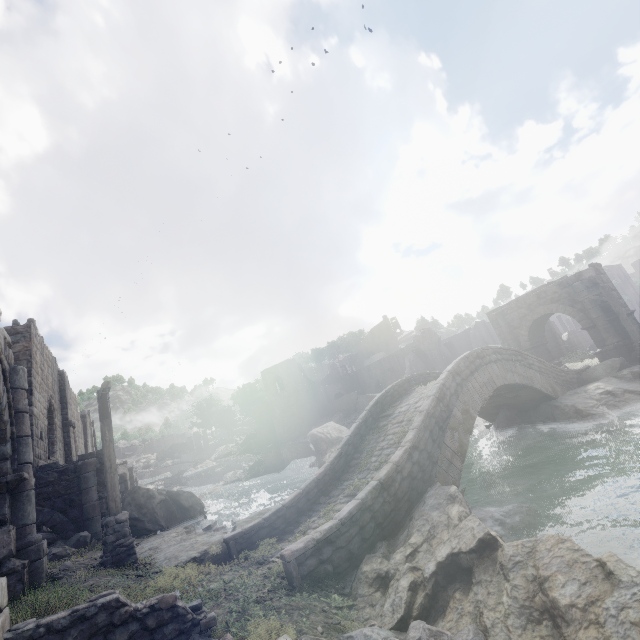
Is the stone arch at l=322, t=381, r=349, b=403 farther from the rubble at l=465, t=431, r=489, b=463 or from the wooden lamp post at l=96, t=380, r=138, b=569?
the wooden lamp post at l=96, t=380, r=138, b=569

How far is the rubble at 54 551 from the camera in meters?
9.3 m

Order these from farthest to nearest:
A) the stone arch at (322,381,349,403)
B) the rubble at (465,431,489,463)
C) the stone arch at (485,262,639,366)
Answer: the stone arch at (322,381,349,403) < the stone arch at (485,262,639,366) < the rubble at (465,431,489,463)

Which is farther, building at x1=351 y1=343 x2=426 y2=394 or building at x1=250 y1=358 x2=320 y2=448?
building at x1=250 y1=358 x2=320 y2=448

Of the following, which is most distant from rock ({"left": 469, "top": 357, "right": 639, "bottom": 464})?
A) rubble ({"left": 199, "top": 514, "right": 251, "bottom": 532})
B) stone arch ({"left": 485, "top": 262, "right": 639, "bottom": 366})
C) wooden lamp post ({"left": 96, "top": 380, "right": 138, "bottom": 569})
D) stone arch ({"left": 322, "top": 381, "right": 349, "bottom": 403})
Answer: stone arch ({"left": 322, "top": 381, "right": 349, "bottom": 403})

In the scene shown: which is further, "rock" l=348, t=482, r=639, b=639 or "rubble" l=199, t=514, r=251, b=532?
"rubble" l=199, t=514, r=251, b=532

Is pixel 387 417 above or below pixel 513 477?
above

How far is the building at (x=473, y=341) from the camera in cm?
4338
